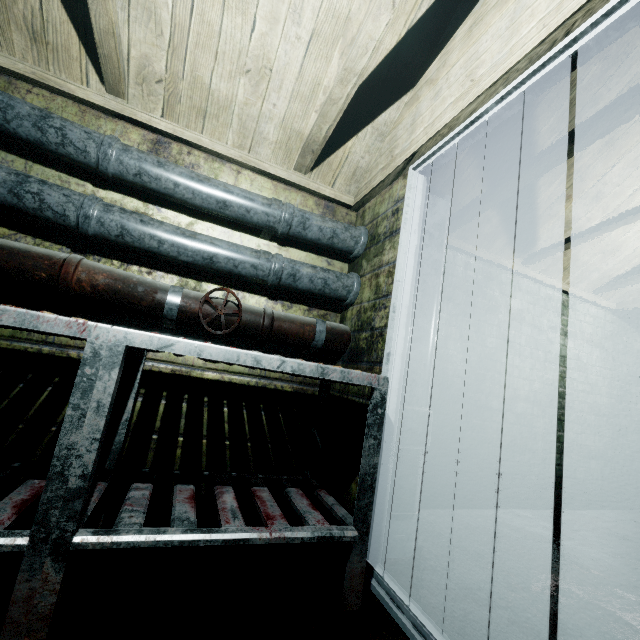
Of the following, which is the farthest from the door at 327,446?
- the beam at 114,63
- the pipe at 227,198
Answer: the beam at 114,63

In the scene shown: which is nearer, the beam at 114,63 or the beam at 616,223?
the beam at 114,63

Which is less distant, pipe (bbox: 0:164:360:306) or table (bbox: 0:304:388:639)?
table (bbox: 0:304:388:639)

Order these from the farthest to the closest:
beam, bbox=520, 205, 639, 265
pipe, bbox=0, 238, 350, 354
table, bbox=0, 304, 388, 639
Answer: beam, bbox=520, 205, 639, 265, pipe, bbox=0, 238, 350, 354, table, bbox=0, 304, 388, 639

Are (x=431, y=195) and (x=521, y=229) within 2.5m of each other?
yes

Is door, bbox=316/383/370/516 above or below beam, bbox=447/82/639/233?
below

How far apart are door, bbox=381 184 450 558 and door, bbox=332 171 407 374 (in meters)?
0.08
